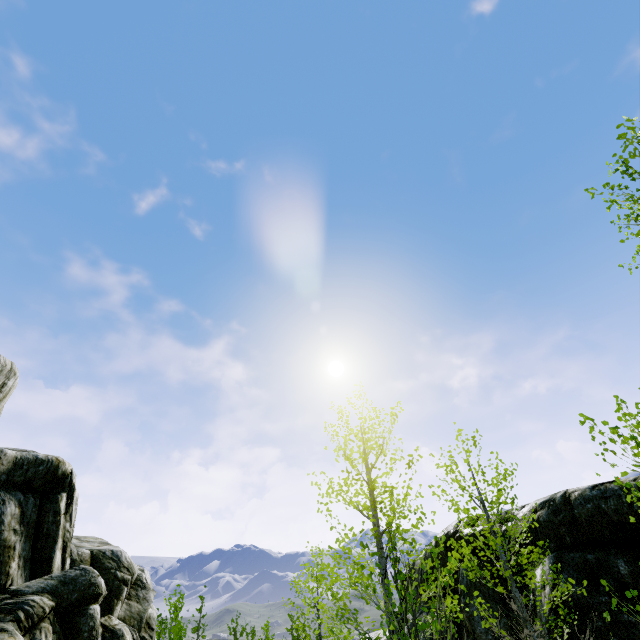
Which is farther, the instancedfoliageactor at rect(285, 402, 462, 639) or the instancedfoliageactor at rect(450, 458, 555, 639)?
the instancedfoliageactor at rect(450, 458, 555, 639)

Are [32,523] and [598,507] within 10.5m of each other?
no

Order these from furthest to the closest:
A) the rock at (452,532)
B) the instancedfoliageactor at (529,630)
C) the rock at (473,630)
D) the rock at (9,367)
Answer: the rock at (452,532) < the rock at (473,630) < the rock at (9,367) < the instancedfoliageactor at (529,630)

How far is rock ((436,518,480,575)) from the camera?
9.9 meters

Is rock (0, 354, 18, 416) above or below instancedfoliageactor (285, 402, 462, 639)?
above

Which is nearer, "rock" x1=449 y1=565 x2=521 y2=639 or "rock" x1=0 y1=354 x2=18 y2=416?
"rock" x1=0 y1=354 x2=18 y2=416

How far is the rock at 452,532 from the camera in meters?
9.9 m
